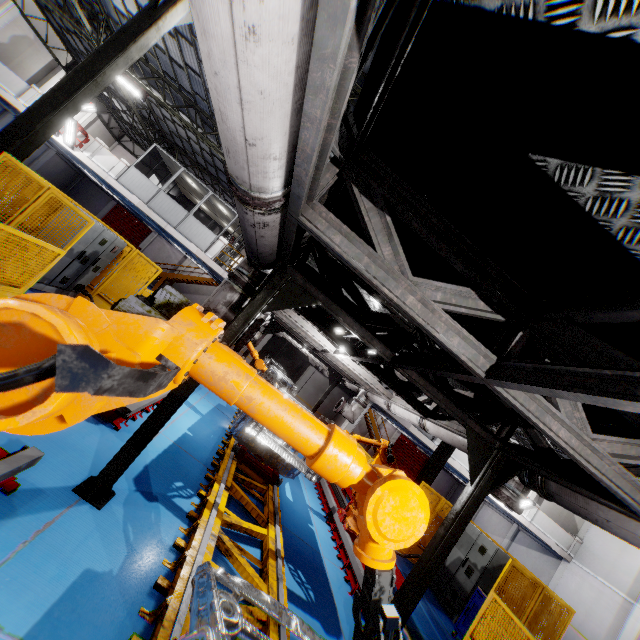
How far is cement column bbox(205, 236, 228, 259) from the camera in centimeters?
1794cm

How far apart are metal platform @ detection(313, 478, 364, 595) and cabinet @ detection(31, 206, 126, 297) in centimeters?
913cm

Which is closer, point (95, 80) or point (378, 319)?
point (378, 319)

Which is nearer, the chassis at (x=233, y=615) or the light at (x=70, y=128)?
the chassis at (x=233, y=615)

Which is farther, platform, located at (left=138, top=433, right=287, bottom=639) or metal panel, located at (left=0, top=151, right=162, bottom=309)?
metal panel, located at (left=0, top=151, right=162, bottom=309)

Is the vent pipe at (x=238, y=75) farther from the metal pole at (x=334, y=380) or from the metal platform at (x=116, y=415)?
the metal pole at (x=334, y=380)

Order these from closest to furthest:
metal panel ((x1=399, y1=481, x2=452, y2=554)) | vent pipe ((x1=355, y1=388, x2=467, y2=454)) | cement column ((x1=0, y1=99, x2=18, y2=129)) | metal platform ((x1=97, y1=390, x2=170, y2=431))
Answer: metal platform ((x1=97, y1=390, x2=170, y2=431)), vent pipe ((x1=355, y1=388, x2=467, y2=454)), metal panel ((x1=399, y1=481, x2=452, y2=554)), cement column ((x1=0, y1=99, x2=18, y2=129))

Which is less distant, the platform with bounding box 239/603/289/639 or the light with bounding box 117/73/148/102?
the platform with bounding box 239/603/289/639
